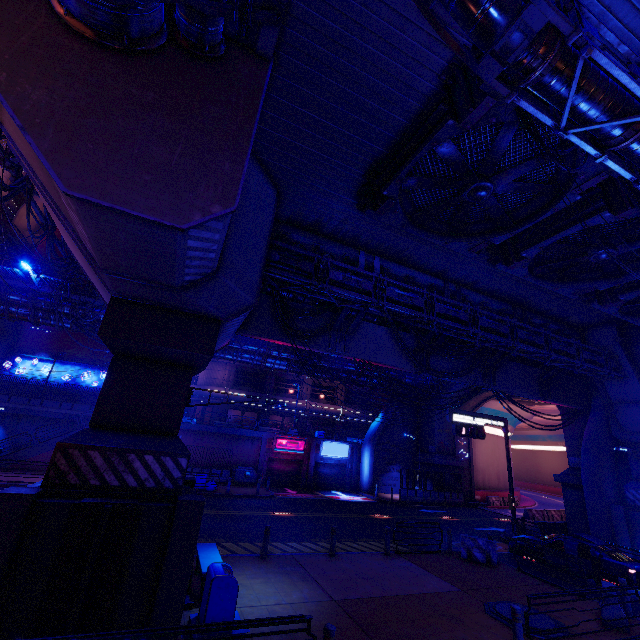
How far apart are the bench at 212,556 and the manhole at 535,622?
7.9m

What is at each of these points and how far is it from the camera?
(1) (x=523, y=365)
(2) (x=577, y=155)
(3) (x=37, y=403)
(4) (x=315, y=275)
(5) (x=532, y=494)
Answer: (1) walkway, 20.7m
(2) vent, 8.2m
(3) fence, 30.7m
(4) pipe, 11.9m
(5) tunnel, 55.1m

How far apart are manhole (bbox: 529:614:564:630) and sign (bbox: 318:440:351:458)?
24.2m

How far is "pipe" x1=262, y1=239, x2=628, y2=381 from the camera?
11.5 meters

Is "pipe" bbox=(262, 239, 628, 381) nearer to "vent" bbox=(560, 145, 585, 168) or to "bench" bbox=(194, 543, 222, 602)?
"vent" bbox=(560, 145, 585, 168)

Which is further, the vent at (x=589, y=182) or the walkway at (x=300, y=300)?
the walkway at (x=300, y=300)

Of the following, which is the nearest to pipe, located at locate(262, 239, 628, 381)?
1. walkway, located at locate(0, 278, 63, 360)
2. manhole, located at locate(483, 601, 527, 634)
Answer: manhole, located at locate(483, 601, 527, 634)

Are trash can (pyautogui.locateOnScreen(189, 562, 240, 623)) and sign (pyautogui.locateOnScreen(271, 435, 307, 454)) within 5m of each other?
no
